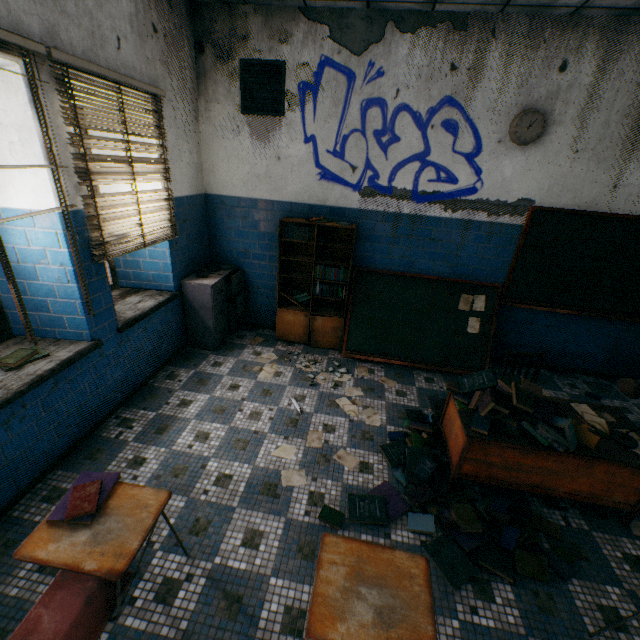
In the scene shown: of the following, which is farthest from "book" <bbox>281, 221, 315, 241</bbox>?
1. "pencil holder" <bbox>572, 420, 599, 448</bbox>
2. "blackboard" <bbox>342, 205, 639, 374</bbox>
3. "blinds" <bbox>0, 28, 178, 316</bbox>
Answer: "pencil holder" <bbox>572, 420, 599, 448</bbox>

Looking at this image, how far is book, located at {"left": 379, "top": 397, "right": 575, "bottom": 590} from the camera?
2.2m

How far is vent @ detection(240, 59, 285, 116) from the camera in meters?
3.7

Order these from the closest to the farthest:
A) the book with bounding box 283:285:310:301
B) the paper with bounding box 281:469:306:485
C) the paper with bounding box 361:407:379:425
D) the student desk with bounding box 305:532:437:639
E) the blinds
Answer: the student desk with bounding box 305:532:437:639, the blinds, the paper with bounding box 281:469:306:485, the paper with bounding box 361:407:379:425, the book with bounding box 283:285:310:301

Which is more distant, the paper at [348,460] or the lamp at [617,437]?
the paper at [348,460]

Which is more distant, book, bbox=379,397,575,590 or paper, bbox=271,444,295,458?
paper, bbox=271,444,295,458

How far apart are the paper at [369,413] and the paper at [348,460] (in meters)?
0.48

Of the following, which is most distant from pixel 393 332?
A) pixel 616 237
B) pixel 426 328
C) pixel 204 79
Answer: pixel 204 79
